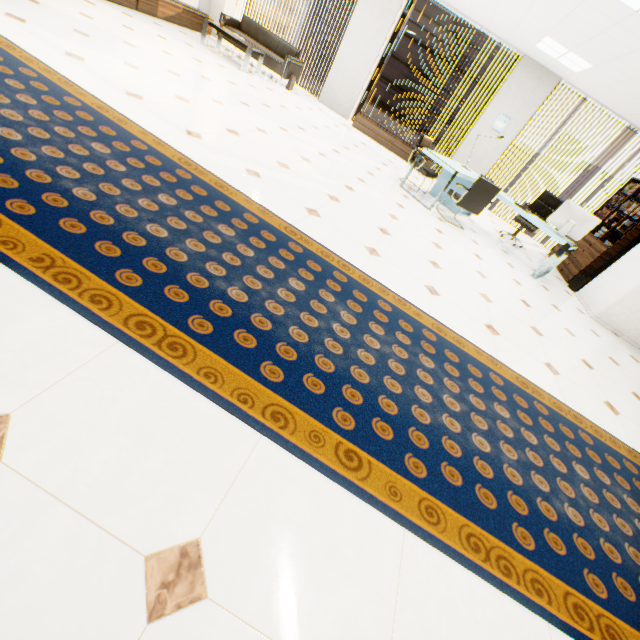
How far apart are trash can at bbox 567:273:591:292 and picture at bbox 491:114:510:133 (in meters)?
4.05

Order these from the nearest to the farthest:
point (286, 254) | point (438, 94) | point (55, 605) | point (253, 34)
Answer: point (55, 605), point (286, 254), point (253, 34), point (438, 94)

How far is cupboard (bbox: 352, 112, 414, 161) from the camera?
8.4m

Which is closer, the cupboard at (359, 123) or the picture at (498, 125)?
the picture at (498, 125)

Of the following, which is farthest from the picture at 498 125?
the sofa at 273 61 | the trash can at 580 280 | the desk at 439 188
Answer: the sofa at 273 61

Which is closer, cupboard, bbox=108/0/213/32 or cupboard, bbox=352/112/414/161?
cupboard, bbox=108/0/213/32

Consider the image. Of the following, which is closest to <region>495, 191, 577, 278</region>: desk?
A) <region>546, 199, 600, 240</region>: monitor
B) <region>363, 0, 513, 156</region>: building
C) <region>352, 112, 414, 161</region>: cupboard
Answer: <region>546, 199, 600, 240</region>: monitor

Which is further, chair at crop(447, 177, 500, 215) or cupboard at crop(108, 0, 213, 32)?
cupboard at crop(108, 0, 213, 32)
